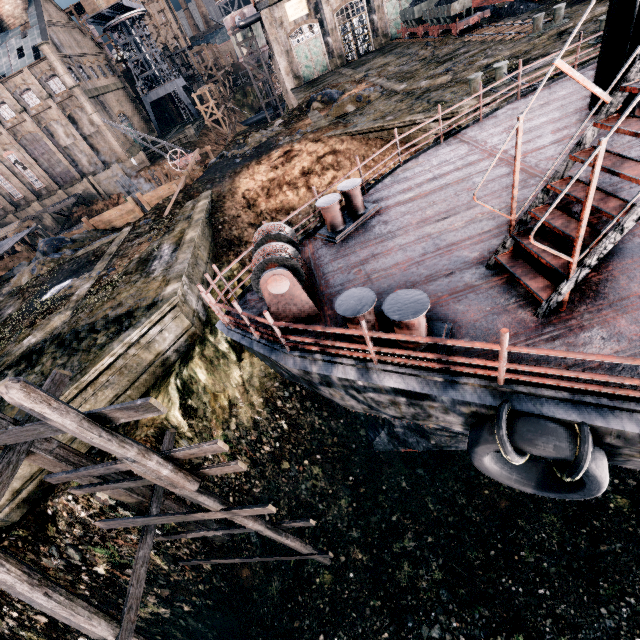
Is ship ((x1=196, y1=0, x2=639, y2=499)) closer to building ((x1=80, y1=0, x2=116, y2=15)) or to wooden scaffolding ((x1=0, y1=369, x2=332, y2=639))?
wooden scaffolding ((x1=0, y1=369, x2=332, y2=639))

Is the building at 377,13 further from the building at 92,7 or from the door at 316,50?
the building at 92,7

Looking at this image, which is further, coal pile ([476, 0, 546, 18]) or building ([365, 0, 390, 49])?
building ([365, 0, 390, 49])

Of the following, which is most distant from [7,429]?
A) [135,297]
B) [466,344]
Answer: [135,297]

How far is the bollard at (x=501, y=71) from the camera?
15.43m

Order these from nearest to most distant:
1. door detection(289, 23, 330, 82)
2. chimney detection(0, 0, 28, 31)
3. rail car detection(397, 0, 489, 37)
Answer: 1. rail car detection(397, 0, 489, 37)
2. door detection(289, 23, 330, 82)
3. chimney detection(0, 0, 28, 31)

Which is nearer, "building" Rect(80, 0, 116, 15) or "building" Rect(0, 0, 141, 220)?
"building" Rect(0, 0, 141, 220)

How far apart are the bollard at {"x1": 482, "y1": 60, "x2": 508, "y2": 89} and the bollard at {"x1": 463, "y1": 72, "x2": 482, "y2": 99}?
0.5m
